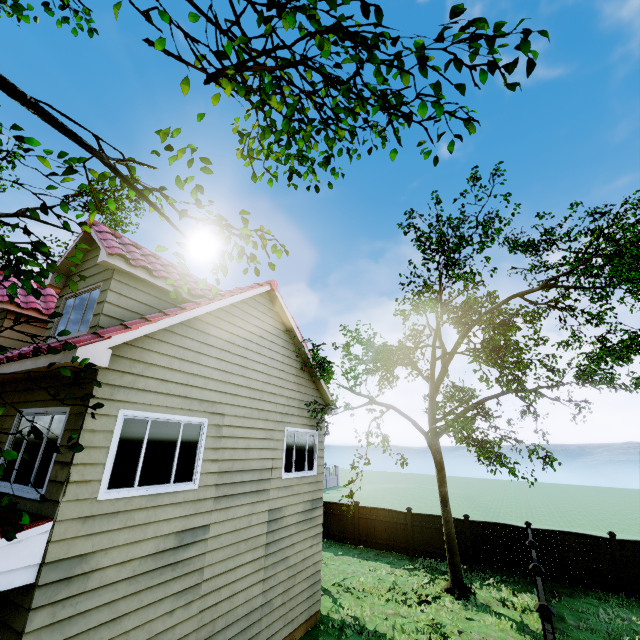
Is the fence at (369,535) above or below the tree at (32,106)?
below

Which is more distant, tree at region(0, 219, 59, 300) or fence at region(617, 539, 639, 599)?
fence at region(617, 539, 639, 599)

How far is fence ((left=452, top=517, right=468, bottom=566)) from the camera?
14.6m

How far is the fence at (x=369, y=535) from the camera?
16.1m

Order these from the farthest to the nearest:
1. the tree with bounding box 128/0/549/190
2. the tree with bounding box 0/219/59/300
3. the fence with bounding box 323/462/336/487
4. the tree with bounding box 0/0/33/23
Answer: the fence with bounding box 323/462/336/487, the tree with bounding box 0/0/33/23, the tree with bounding box 0/219/59/300, the tree with bounding box 128/0/549/190

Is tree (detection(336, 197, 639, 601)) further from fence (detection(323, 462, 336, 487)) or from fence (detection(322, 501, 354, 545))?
fence (detection(322, 501, 354, 545))

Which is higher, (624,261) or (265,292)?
(624,261)
